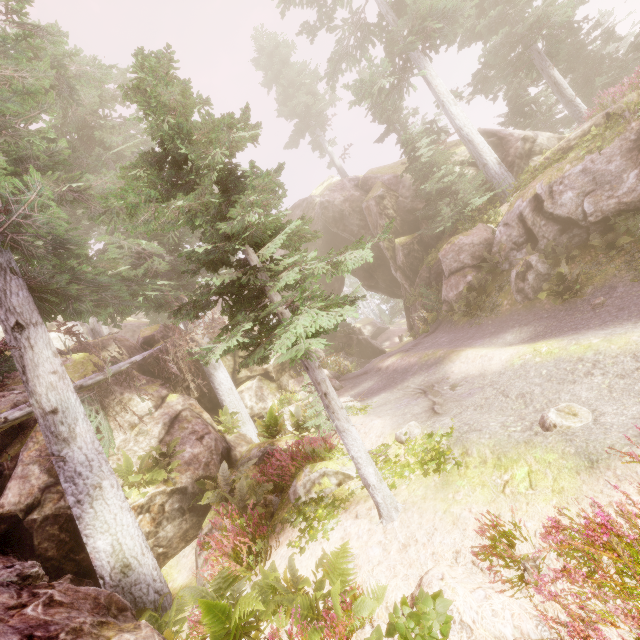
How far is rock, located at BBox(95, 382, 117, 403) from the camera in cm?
1160

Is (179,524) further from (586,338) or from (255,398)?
(586,338)

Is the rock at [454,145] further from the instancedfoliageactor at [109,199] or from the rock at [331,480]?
the rock at [331,480]

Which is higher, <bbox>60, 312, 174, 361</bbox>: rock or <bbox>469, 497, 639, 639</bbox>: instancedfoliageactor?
<bbox>60, 312, 174, 361</bbox>: rock

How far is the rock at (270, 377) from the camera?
16.3m

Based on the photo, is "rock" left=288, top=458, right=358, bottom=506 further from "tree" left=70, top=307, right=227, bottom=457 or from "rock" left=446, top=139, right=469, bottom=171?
"tree" left=70, top=307, right=227, bottom=457

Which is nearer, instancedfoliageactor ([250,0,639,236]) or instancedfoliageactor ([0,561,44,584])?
instancedfoliageactor ([0,561,44,584])
